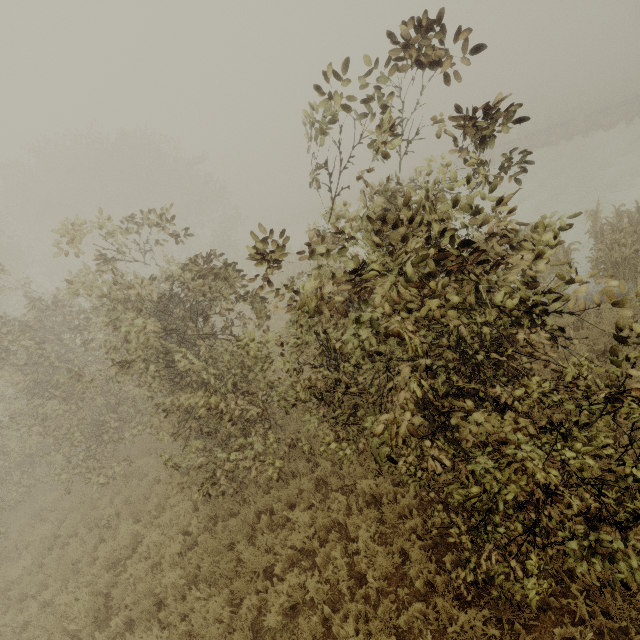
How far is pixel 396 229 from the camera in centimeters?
287cm

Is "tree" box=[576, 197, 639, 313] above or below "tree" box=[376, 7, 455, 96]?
below

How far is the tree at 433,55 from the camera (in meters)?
2.88

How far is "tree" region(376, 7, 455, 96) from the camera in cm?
288

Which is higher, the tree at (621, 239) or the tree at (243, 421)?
the tree at (243, 421)
